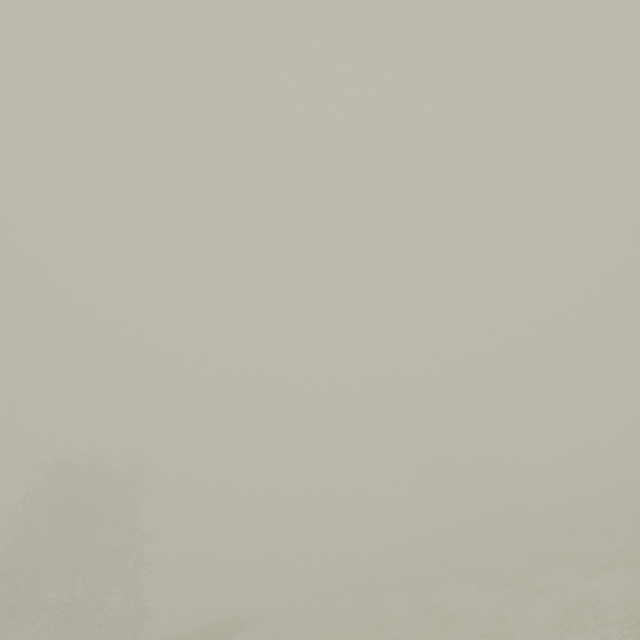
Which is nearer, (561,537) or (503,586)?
(503,586)
